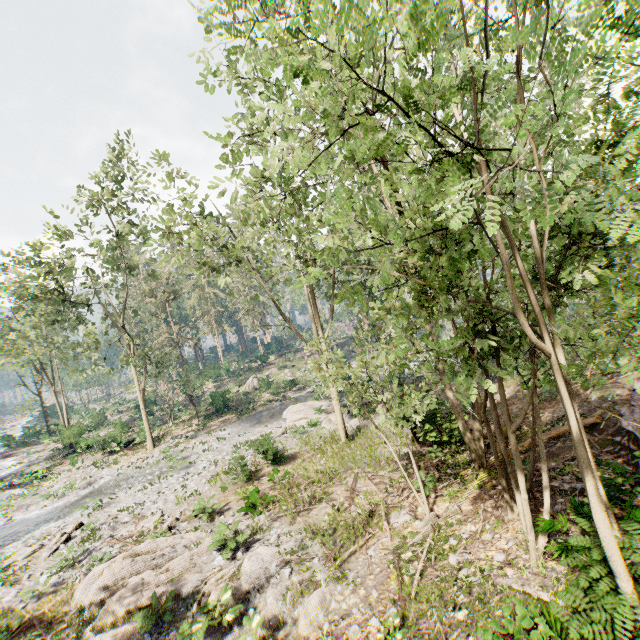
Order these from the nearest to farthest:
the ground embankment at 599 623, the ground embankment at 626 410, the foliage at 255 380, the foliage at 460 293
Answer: the foliage at 460 293
the ground embankment at 599 623
the ground embankment at 626 410
the foliage at 255 380

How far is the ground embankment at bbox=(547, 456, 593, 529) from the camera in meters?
6.7

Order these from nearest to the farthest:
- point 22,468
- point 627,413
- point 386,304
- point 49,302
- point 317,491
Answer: point 386,304 < point 627,413 < point 317,491 < point 49,302 < point 22,468

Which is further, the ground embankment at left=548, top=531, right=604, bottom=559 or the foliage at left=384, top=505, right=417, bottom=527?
the foliage at left=384, top=505, right=417, bottom=527

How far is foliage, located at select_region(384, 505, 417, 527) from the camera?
10.84m

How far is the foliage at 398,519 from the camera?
10.8 meters
